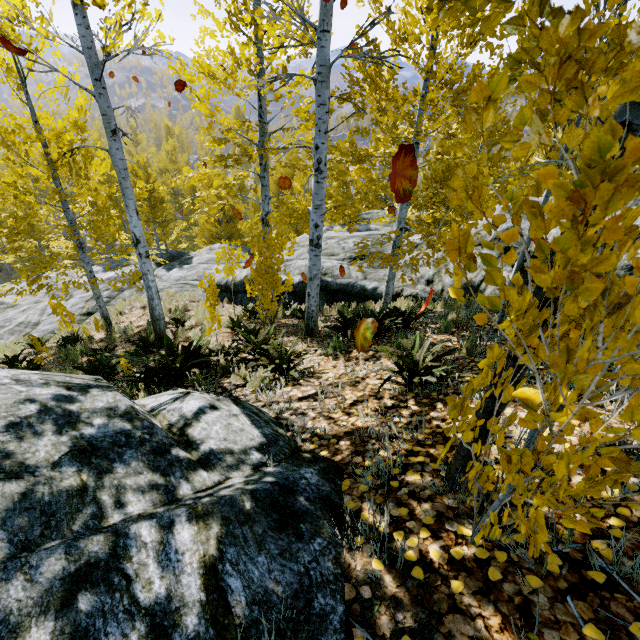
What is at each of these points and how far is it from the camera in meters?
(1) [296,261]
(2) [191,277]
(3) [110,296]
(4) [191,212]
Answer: (1) rock, 12.2 m
(2) rock, 14.2 m
(3) rock, 13.7 m
(4) instancedfoliageactor, 27.1 m

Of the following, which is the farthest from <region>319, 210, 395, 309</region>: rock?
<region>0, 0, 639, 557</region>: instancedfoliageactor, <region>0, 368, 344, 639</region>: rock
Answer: <region>0, 368, 344, 639</region>: rock

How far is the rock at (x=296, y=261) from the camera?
10.3 meters

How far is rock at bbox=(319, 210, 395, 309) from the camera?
10.2m

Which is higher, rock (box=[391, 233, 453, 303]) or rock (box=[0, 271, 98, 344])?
rock (box=[391, 233, 453, 303])
